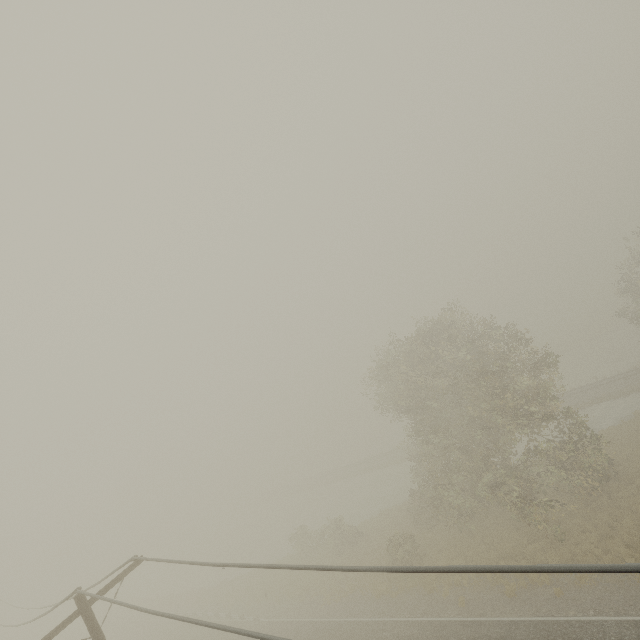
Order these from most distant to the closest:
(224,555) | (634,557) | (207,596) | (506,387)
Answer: (224,555), (207,596), (506,387), (634,557)
